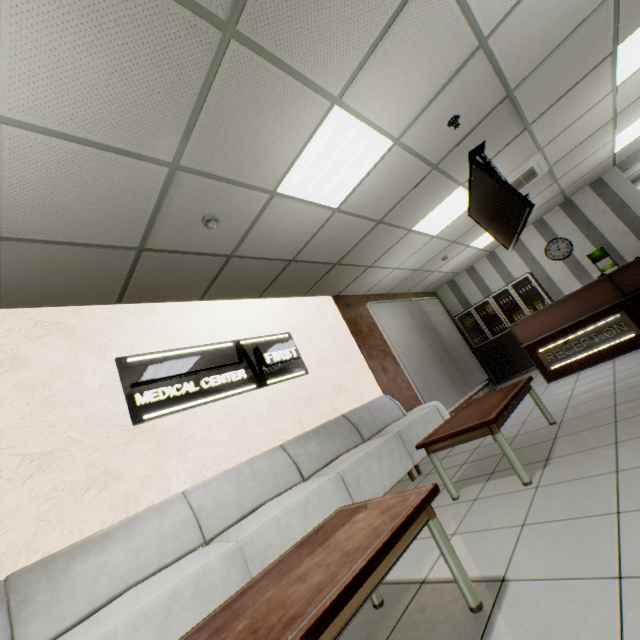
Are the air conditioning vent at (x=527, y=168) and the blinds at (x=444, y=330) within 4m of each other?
yes

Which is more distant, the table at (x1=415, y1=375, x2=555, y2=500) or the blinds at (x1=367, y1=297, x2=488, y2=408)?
the blinds at (x1=367, y1=297, x2=488, y2=408)

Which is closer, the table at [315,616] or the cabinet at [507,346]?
the table at [315,616]

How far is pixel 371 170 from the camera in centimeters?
364cm

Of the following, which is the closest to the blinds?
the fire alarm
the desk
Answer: the desk

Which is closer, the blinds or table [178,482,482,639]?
table [178,482,482,639]

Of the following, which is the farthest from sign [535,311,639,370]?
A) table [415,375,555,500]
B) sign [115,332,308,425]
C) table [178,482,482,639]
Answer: table [178,482,482,639]

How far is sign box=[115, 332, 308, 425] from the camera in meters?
3.3
